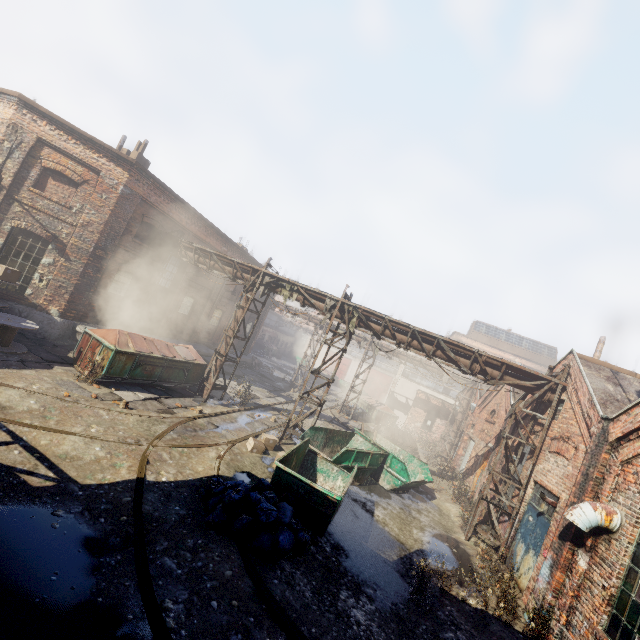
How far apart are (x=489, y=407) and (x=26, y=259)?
23.8 meters

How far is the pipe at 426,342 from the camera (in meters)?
11.22

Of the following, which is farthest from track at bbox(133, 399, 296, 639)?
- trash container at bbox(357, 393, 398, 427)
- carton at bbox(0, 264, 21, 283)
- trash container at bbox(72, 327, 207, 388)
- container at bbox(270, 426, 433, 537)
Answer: carton at bbox(0, 264, 21, 283)

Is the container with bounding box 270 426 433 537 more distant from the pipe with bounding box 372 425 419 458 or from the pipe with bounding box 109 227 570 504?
the pipe with bounding box 372 425 419 458

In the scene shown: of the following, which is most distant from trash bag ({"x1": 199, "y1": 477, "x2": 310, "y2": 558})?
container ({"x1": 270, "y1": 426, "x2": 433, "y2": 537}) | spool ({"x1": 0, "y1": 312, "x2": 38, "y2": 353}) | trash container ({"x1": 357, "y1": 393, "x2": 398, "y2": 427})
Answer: trash container ({"x1": 357, "y1": 393, "x2": 398, "y2": 427})

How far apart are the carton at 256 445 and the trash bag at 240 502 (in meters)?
2.99

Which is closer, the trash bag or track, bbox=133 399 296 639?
track, bbox=133 399 296 639

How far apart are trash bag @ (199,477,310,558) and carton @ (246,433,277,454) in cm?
299
